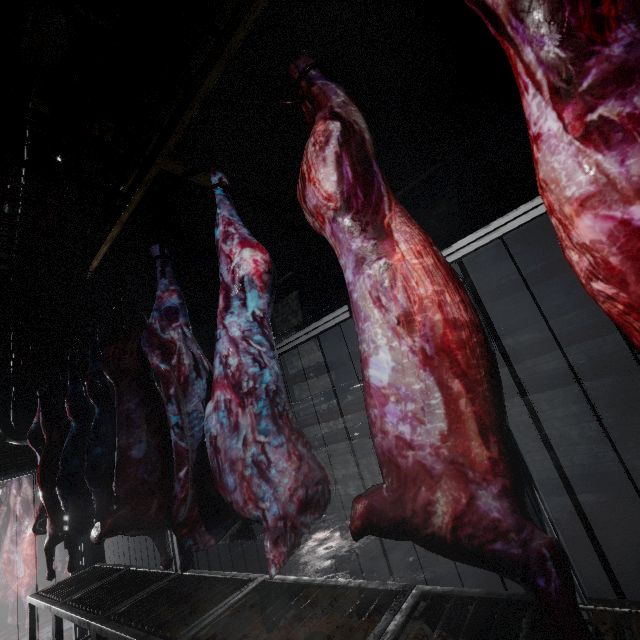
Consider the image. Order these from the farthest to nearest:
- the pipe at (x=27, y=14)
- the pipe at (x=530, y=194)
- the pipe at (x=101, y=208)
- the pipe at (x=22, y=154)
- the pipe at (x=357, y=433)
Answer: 1. the pipe at (x=357, y=433)
2. the pipe at (x=530, y=194)
3. the pipe at (x=101, y=208)
4. the pipe at (x=22, y=154)
5. the pipe at (x=27, y=14)

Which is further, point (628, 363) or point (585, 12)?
point (628, 363)

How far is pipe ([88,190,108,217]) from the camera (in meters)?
3.10

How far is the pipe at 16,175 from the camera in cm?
266

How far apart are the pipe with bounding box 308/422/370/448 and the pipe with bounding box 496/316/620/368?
0.1 meters

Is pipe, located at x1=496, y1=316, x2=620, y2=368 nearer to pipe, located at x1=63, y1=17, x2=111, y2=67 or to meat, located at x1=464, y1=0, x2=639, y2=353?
pipe, located at x1=63, y1=17, x2=111, y2=67
